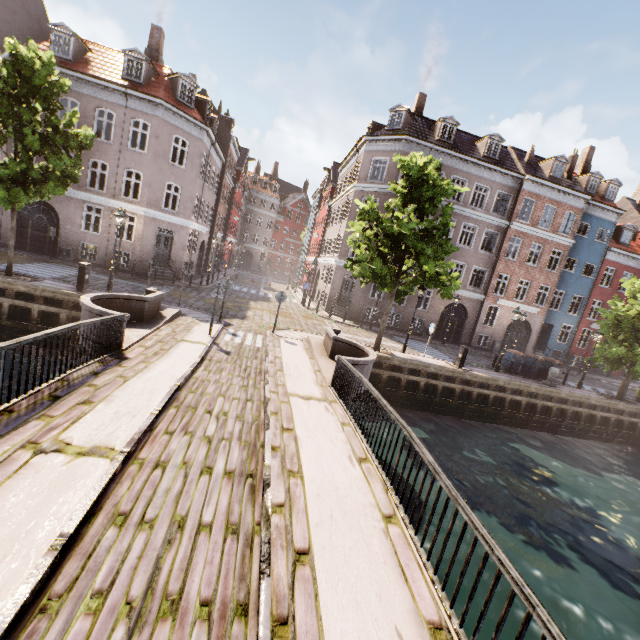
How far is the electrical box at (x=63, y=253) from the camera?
20.23m

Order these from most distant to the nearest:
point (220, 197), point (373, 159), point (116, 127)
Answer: point (220, 197), point (373, 159), point (116, 127)

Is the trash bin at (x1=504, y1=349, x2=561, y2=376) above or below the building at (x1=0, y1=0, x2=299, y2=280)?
below

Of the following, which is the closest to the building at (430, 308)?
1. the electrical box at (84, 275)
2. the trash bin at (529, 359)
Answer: the trash bin at (529, 359)

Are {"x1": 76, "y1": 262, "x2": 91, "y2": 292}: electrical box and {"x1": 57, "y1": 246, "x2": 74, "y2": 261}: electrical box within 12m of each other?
yes

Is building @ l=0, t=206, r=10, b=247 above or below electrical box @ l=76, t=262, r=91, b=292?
above

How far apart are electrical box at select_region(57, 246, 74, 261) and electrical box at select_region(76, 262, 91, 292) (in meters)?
9.26

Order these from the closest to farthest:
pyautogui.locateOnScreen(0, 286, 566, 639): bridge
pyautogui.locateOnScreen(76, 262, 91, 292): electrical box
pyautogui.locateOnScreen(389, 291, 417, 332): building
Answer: pyautogui.locateOnScreen(0, 286, 566, 639): bridge → pyautogui.locateOnScreen(76, 262, 91, 292): electrical box → pyautogui.locateOnScreen(389, 291, 417, 332): building
